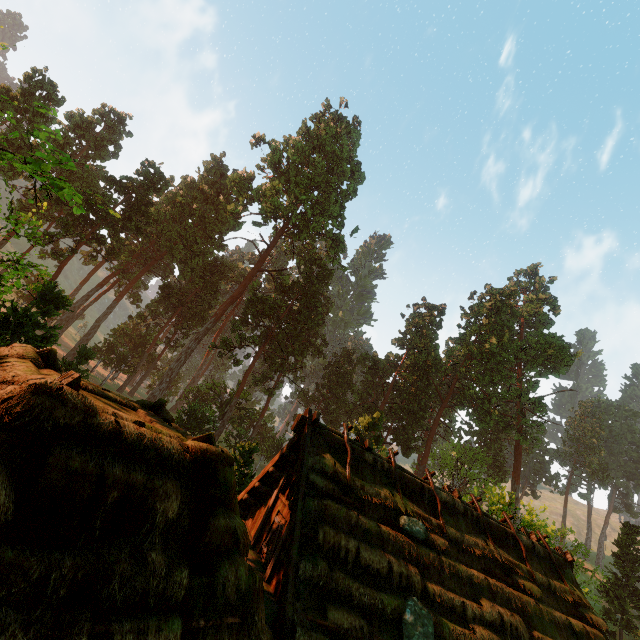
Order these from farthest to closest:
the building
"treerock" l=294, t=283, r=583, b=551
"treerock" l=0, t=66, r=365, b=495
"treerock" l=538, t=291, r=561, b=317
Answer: "treerock" l=538, t=291, r=561, b=317, "treerock" l=294, t=283, r=583, b=551, "treerock" l=0, t=66, r=365, b=495, the building

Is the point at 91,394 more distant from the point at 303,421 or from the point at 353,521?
the point at 353,521

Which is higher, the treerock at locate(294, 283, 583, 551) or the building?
the treerock at locate(294, 283, 583, 551)

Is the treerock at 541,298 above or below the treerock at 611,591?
above

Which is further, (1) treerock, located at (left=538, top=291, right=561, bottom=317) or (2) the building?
(1) treerock, located at (left=538, top=291, right=561, bottom=317)

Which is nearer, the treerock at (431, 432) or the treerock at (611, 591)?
the treerock at (611, 591)
